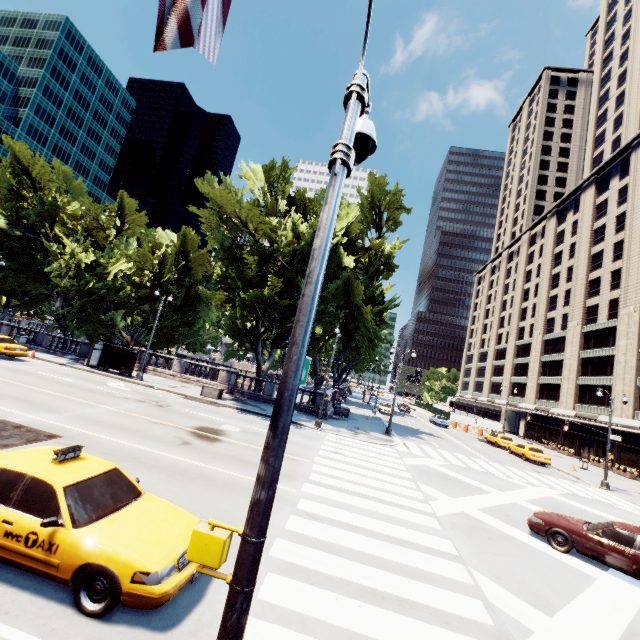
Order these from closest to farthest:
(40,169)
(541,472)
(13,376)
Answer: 1. (13,376)
2. (541,472)
3. (40,169)

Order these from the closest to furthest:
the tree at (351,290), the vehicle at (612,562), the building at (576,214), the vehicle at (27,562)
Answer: the vehicle at (27,562)
the vehicle at (612,562)
the tree at (351,290)
the building at (576,214)

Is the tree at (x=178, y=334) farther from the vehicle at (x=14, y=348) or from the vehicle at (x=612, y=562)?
the vehicle at (x=612, y=562)

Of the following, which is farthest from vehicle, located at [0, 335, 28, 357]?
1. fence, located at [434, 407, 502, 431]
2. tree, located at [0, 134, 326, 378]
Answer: fence, located at [434, 407, 502, 431]

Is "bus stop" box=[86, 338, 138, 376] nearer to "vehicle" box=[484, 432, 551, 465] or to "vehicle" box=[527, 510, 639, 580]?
"vehicle" box=[527, 510, 639, 580]

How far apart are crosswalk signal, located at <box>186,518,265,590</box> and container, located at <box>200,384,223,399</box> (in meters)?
23.56

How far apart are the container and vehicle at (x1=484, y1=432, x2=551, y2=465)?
28.33m

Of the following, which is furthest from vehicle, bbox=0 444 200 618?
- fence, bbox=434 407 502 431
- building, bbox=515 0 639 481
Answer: fence, bbox=434 407 502 431
